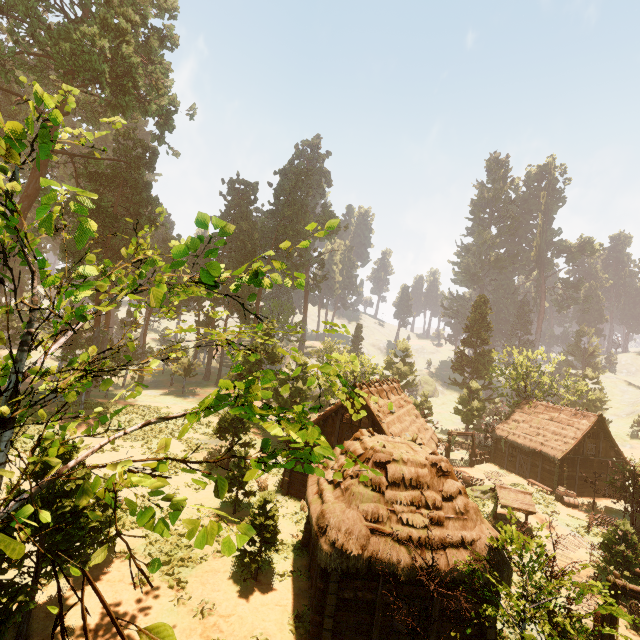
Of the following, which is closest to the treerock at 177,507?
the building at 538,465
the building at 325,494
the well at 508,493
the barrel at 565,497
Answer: the building at 325,494

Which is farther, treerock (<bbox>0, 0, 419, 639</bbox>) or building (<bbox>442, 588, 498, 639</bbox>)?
building (<bbox>442, 588, 498, 639</bbox>)

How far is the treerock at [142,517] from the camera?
4.06m

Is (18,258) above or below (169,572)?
above

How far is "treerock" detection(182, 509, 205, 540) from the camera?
3.8 meters

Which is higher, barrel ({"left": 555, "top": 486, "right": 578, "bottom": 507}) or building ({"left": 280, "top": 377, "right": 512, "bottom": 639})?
building ({"left": 280, "top": 377, "right": 512, "bottom": 639})

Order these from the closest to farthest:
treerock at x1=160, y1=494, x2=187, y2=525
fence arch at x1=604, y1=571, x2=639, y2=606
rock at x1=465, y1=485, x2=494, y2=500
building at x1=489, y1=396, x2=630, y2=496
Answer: treerock at x1=160, y1=494, x2=187, y2=525 → fence arch at x1=604, y1=571, x2=639, y2=606 → rock at x1=465, y1=485, x2=494, y2=500 → building at x1=489, y1=396, x2=630, y2=496
